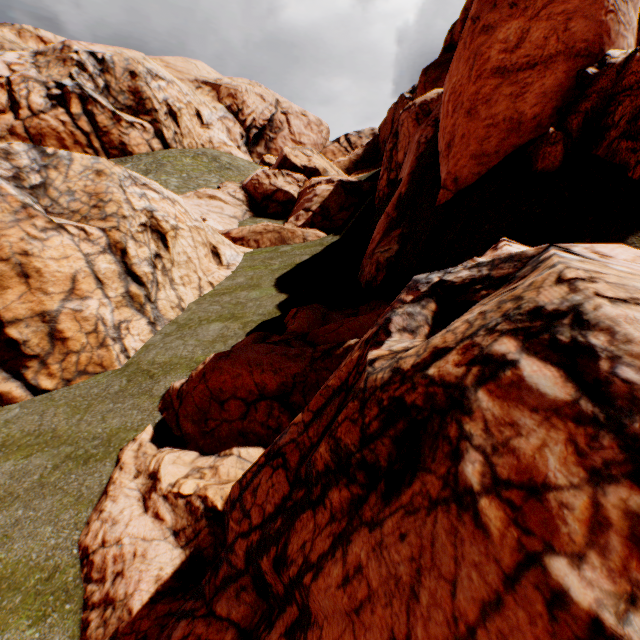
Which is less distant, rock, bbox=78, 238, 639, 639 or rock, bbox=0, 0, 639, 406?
rock, bbox=78, 238, 639, 639

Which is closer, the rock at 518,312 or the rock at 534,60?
the rock at 518,312

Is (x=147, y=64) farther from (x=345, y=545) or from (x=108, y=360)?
(x=345, y=545)
